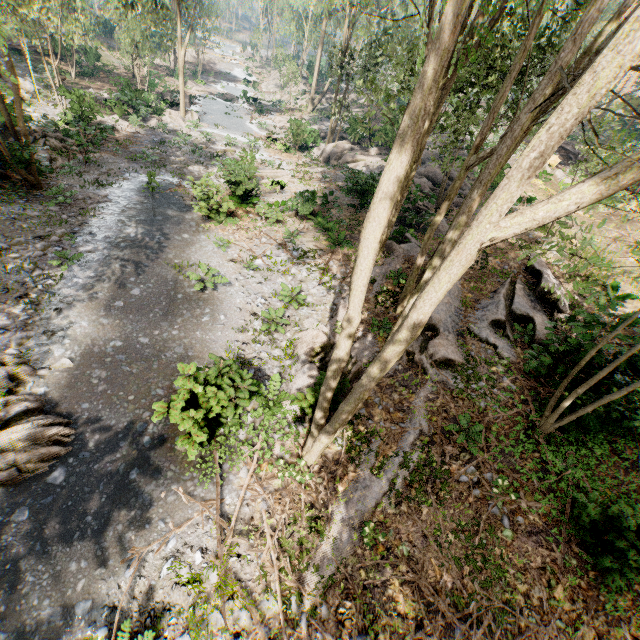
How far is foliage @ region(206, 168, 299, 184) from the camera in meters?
18.0

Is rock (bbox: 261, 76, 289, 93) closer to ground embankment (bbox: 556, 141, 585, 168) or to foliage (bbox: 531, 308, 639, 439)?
foliage (bbox: 531, 308, 639, 439)

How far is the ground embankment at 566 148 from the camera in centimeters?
3002cm

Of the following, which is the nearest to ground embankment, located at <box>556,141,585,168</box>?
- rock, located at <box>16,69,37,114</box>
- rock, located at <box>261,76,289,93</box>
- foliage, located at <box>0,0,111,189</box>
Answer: foliage, located at <box>0,0,111,189</box>

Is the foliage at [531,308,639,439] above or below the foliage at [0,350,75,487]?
above

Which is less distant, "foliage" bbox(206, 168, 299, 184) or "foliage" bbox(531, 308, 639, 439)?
"foliage" bbox(531, 308, 639, 439)

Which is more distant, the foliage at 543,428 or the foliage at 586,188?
the foliage at 543,428

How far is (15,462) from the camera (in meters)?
7.20
